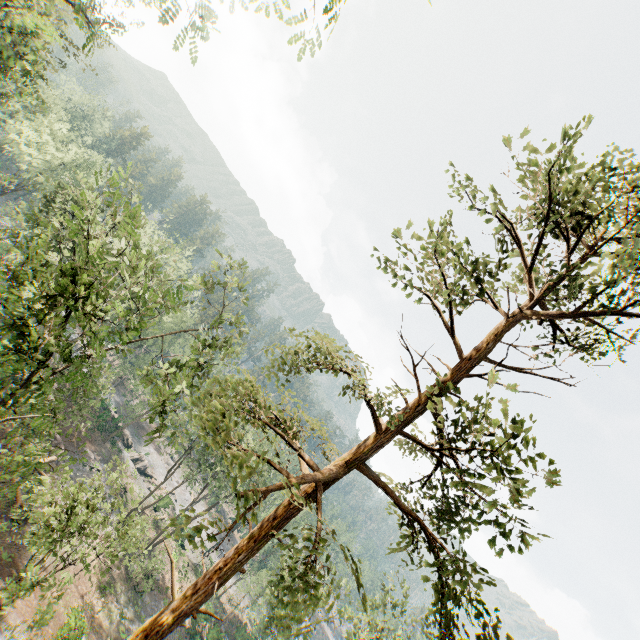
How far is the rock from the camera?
48.7 meters

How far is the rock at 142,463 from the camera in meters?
48.7

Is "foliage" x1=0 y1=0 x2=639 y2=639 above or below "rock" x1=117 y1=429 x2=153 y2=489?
above

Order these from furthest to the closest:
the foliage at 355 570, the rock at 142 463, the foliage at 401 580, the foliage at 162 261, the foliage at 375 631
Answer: the rock at 142 463, the foliage at 401 580, the foliage at 375 631, the foliage at 162 261, the foliage at 355 570

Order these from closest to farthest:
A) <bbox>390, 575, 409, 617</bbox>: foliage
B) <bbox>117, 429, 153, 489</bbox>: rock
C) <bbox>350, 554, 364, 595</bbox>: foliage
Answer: <bbox>350, 554, 364, 595</bbox>: foliage
<bbox>390, 575, 409, 617</bbox>: foliage
<bbox>117, 429, 153, 489</bbox>: rock

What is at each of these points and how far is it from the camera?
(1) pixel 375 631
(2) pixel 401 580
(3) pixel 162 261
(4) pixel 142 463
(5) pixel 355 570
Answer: (1) foliage, 25.47m
(2) foliage, 28.62m
(3) foliage, 51.22m
(4) rock, 49.44m
(5) foliage, 7.43m

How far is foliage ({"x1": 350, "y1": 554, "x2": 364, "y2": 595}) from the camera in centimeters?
667cm

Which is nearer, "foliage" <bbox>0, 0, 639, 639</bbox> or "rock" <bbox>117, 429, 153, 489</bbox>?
"foliage" <bbox>0, 0, 639, 639</bbox>
